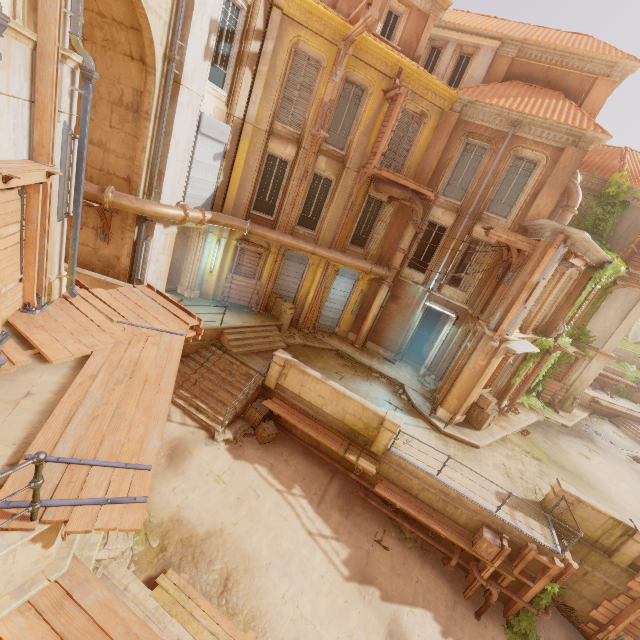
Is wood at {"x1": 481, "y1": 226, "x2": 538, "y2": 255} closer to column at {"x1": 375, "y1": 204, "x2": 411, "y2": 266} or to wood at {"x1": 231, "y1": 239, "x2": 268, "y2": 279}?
column at {"x1": 375, "y1": 204, "x2": 411, "y2": 266}

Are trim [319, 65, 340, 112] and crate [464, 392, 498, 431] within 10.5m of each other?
no

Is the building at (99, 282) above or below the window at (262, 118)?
below

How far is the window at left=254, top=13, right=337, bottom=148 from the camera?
12.22m

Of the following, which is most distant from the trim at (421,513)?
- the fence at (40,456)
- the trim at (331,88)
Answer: the trim at (331,88)

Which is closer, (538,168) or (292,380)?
(292,380)

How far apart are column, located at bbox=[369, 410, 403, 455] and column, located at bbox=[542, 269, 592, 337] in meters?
10.1 m

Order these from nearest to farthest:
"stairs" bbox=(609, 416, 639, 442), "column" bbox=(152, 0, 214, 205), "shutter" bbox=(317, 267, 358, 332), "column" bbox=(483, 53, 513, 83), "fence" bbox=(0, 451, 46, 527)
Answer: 1. "fence" bbox=(0, 451, 46, 527)
2. "column" bbox=(152, 0, 214, 205)
3. "column" bbox=(483, 53, 513, 83)
4. "shutter" bbox=(317, 267, 358, 332)
5. "stairs" bbox=(609, 416, 639, 442)
